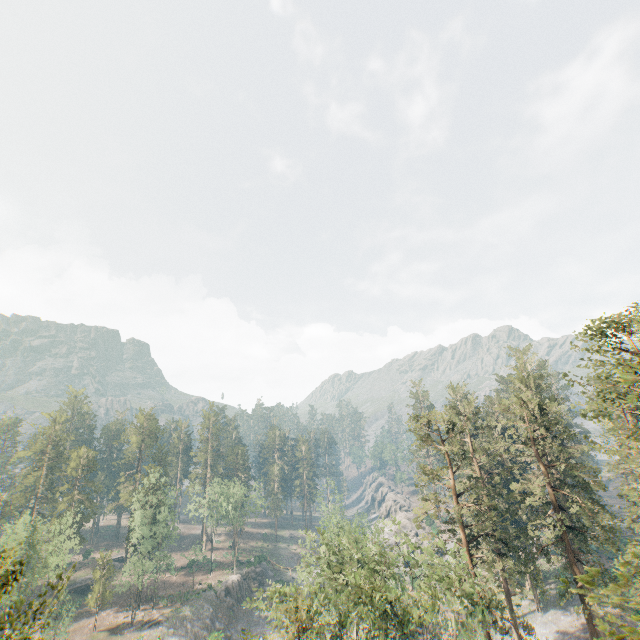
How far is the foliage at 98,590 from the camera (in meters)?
51.34

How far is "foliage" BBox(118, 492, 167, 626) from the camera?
52.8 meters

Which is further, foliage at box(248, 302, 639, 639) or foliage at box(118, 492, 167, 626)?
foliage at box(118, 492, 167, 626)

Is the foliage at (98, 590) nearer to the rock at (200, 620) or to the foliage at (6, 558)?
the foliage at (6, 558)

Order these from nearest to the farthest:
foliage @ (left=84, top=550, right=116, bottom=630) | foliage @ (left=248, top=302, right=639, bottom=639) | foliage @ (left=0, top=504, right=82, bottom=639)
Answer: foliage @ (left=0, top=504, right=82, bottom=639), foliage @ (left=248, top=302, right=639, bottom=639), foliage @ (left=84, top=550, right=116, bottom=630)

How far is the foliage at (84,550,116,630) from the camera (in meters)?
51.34

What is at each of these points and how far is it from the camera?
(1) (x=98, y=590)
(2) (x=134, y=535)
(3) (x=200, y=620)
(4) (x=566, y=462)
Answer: (1) foliage, 52.2m
(2) foliage, 57.7m
(3) rock, 54.1m
(4) foliage, 32.7m

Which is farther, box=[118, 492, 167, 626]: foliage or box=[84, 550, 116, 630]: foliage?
box=[118, 492, 167, 626]: foliage
